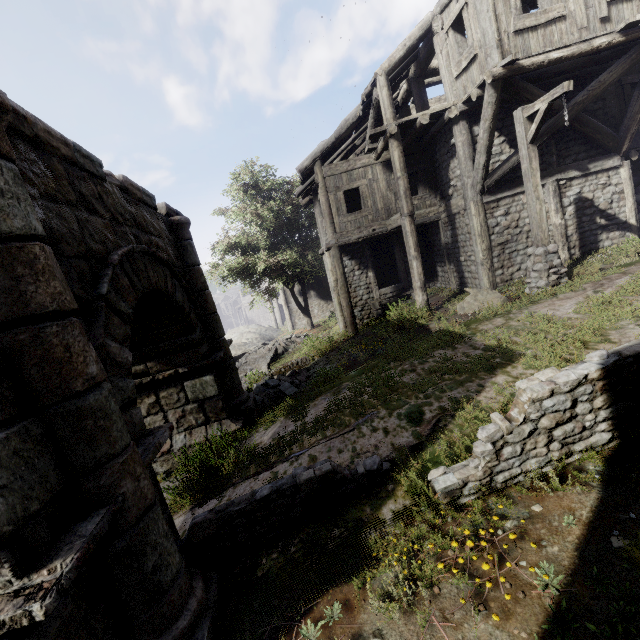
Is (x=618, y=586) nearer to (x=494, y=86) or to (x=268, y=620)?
(x=268, y=620)

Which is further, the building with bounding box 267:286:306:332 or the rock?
the building with bounding box 267:286:306:332

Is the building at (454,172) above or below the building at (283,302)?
above

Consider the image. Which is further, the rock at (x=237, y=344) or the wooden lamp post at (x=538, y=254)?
the rock at (x=237, y=344)

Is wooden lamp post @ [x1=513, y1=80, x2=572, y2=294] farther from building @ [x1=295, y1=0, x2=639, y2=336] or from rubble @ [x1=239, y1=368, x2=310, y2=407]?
rubble @ [x1=239, y1=368, x2=310, y2=407]

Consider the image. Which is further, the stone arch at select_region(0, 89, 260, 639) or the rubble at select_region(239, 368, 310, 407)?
the rubble at select_region(239, 368, 310, 407)

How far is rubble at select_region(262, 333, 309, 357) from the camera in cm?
1892

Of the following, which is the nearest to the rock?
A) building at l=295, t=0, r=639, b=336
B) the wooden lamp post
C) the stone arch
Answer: building at l=295, t=0, r=639, b=336
